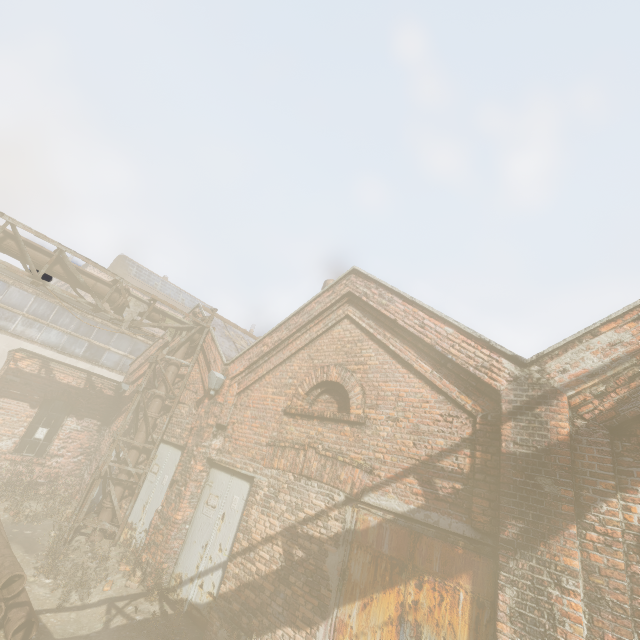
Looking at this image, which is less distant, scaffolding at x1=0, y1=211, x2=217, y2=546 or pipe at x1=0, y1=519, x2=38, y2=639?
pipe at x1=0, y1=519, x2=38, y2=639

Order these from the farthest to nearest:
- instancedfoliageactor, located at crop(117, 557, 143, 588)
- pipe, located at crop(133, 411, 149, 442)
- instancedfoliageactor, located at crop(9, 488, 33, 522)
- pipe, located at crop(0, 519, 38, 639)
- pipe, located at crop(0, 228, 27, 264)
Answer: pipe, located at crop(133, 411, 149, 442), instancedfoliageactor, located at crop(9, 488, 33, 522), pipe, located at crop(0, 228, 27, 264), instancedfoliageactor, located at crop(117, 557, 143, 588), pipe, located at crop(0, 519, 38, 639)

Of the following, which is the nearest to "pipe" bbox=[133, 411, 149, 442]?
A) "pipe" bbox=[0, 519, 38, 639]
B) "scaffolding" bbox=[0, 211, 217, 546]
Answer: "scaffolding" bbox=[0, 211, 217, 546]

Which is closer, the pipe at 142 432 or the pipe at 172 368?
the pipe at 142 432

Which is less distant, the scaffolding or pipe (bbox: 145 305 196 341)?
the scaffolding

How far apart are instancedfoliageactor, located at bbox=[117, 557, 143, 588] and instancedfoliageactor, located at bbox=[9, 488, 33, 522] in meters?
4.2 m

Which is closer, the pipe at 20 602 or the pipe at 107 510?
the pipe at 20 602

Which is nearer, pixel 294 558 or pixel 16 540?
pixel 294 558
